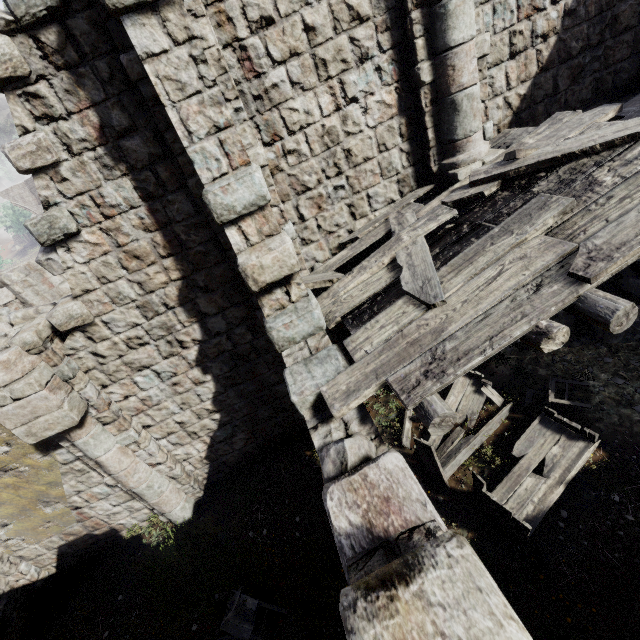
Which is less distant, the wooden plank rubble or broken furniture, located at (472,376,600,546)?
the wooden plank rubble

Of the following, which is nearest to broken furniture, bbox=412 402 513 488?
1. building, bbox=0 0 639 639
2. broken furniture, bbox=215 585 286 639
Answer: building, bbox=0 0 639 639

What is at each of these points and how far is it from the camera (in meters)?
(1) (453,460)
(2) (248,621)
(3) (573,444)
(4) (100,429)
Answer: (1) broken furniture, 6.36
(2) broken furniture, 5.77
(3) broken furniture, 5.81
(4) building, 6.77

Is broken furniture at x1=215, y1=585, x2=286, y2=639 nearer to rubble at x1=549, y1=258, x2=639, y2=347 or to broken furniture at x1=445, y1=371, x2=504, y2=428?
broken furniture at x1=445, y1=371, x2=504, y2=428

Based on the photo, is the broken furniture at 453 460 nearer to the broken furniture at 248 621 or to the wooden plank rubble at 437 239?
the wooden plank rubble at 437 239

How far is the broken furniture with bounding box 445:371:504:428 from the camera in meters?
7.1 m

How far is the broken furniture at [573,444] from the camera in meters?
5.3

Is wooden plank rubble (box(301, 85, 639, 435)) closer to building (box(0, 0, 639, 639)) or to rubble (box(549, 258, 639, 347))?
building (box(0, 0, 639, 639))
